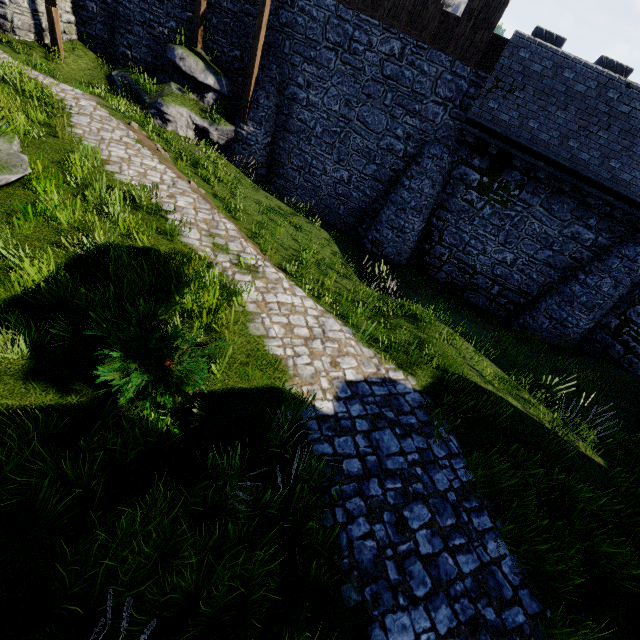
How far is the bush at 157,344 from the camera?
3.6 meters

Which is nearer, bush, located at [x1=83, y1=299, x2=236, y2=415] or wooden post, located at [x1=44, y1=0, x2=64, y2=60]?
bush, located at [x1=83, y1=299, x2=236, y2=415]

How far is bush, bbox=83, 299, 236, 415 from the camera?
3.6 meters

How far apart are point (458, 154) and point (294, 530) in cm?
1422

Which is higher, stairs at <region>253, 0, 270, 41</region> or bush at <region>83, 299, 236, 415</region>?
stairs at <region>253, 0, 270, 41</region>

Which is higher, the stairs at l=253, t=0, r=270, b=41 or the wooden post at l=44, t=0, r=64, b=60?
the stairs at l=253, t=0, r=270, b=41

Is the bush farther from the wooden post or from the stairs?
the wooden post

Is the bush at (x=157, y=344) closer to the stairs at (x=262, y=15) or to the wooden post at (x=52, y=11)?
→ the stairs at (x=262, y=15)
